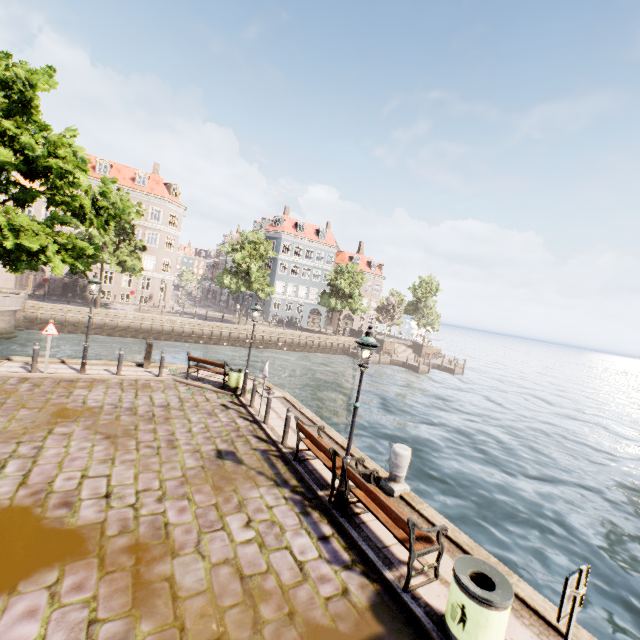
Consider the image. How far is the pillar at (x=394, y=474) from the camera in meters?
7.5

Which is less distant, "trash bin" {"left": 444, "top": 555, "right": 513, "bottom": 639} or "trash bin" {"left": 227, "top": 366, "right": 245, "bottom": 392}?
"trash bin" {"left": 444, "top": 555, "right": 513, "bottom": 639}

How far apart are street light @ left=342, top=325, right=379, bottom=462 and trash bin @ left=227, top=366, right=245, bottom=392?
7.2m

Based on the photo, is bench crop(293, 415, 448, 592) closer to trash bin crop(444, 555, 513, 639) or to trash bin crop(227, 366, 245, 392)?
trash bin crop(444, 555, 513, 639)

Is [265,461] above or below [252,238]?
below

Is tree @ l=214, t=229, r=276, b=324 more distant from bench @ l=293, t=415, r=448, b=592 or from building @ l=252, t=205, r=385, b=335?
bench @ l=293, t=415, r=448, b=592

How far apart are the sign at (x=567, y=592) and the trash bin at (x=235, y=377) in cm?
1118

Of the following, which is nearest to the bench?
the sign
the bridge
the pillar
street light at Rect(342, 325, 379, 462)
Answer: street light at Rect(342, 325, 379, 462)
